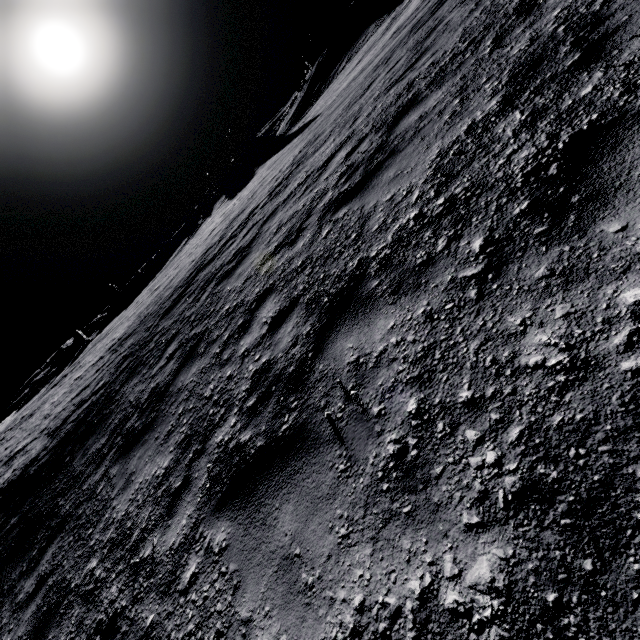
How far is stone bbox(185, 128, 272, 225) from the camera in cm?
3947

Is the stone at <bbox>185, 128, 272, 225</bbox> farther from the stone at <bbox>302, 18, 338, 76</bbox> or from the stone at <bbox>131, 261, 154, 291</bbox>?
the stone at <bbox>131, 261, 154, 291</bbox>

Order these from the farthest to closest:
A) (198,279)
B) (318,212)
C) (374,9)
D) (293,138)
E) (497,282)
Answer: (374,9), (293,138), (198,279), (318,212), (497,282)

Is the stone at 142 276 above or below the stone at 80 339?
above

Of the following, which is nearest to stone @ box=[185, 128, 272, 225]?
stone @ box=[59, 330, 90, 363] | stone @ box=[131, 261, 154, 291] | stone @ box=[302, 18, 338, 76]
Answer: stone @ box=[302, 18, 338, 76]

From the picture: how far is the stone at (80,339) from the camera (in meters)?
48.19

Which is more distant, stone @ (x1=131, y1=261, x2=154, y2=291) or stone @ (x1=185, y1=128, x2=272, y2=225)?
stone @ (x1=131, y1=261, x2=154, y2=291)
